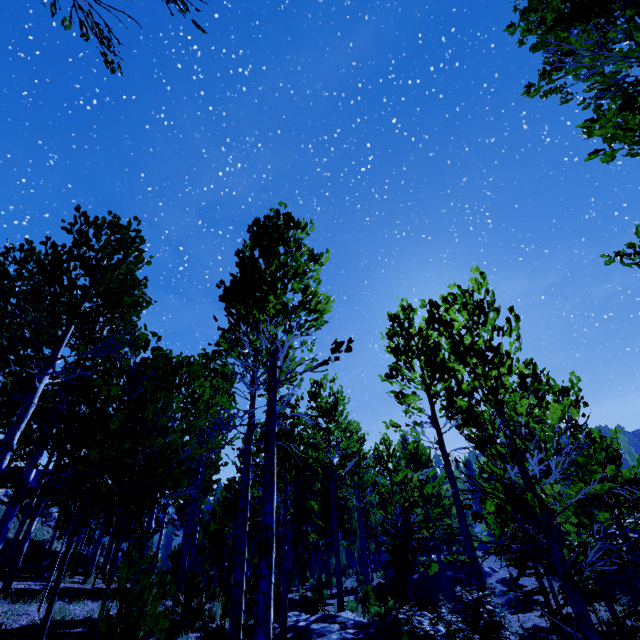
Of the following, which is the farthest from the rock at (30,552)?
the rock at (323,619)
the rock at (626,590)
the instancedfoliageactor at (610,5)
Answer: the rock at (626,590)

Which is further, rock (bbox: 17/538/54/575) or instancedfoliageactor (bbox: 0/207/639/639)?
rock (bbox: 17/538/54/575)

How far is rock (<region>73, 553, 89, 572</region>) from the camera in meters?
14.3

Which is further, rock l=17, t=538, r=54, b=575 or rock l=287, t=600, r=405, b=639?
rock l=17, t=538, r=54, b=575

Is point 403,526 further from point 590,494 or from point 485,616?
point 590,494

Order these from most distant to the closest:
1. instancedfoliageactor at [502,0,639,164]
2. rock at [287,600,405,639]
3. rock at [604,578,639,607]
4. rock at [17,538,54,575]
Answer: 1. rock at [604,578,639,607]
2. rock at [17,538,54,575]
3. rock at [287,600,405,639]
4. instancedfoliageactor at [502,0,639,164]

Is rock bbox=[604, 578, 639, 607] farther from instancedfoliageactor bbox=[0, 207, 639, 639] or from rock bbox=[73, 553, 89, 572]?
rock bbox=[73, 553, 89, 572]

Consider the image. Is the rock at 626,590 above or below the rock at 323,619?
below
